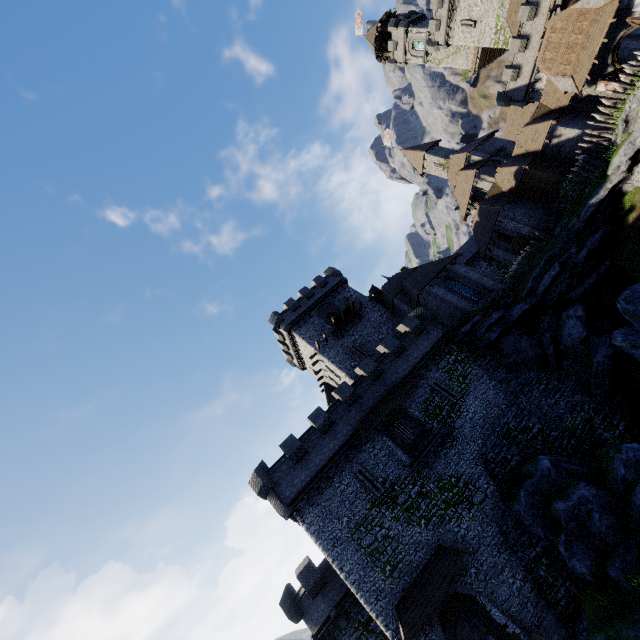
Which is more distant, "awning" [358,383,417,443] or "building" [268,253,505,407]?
"building" [268,253,505,407]

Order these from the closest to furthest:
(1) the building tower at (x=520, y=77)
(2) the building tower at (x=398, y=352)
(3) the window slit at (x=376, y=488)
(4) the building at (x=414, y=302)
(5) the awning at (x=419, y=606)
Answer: (5) the awning at (x=419, y=606)
(2) the building tower at (x=398, y=352)
(3) the window slit at (x=376, y=488)
(4) the building at (x=414, y=302)
(1) the building tower at (x=520, y=77)

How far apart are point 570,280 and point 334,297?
23.9 meters

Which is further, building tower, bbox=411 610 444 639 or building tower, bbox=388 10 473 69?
building tower, bbox=388 10 473 69

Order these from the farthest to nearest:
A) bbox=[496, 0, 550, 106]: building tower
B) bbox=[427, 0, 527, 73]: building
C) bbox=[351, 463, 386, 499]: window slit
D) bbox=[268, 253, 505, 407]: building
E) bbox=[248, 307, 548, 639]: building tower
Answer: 1. bbox=[427, 0, 527, 73]: building
2. bbox=[496, 0, 550, 106]: building tower
3. bbox=[268, 253, 505, 407]: building
4. bbox=[351, 463, 386, 499]: window slit
5. bbox=[248, 307, 548, 639]: building tower

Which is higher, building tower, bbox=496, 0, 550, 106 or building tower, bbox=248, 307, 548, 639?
building tower, bbox=496, 0, 550, 106

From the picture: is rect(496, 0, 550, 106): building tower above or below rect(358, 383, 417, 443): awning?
above

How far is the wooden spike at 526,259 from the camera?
30.1m
